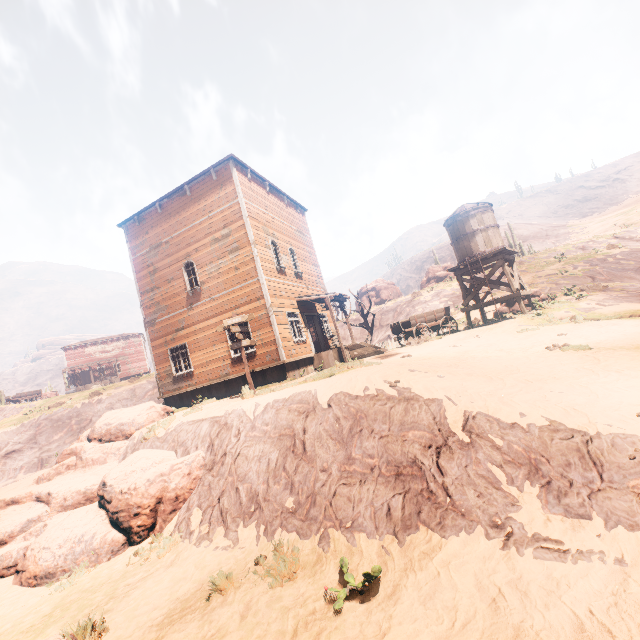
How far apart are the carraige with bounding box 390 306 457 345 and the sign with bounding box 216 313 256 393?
8.2m

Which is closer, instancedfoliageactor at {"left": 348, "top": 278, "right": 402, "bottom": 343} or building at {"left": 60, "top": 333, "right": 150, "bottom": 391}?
instancedfoliageactor at {"left": 348, "top": 278, "right": 402, "bottom": 343}

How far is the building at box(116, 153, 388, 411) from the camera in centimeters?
1515cm

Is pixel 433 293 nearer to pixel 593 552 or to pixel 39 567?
pixel 593 552

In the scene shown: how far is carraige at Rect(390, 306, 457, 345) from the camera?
17.4 meters

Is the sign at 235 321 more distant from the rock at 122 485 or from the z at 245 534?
the rock at 122 485

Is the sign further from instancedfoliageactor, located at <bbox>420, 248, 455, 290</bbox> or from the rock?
instancedfoliageactor, located at <bbox>420, 248, 455, 290</bbox>

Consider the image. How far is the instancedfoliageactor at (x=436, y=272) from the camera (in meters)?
39.16
